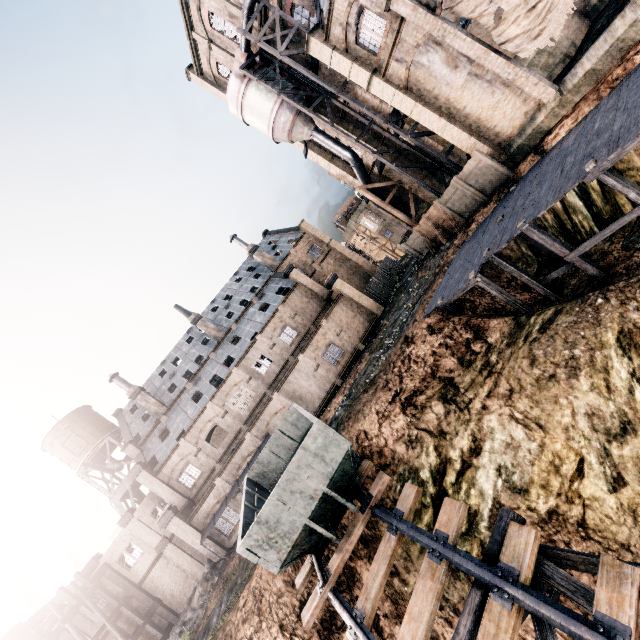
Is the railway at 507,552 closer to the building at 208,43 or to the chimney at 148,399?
the building at 208,43

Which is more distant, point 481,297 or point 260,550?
point 481,297

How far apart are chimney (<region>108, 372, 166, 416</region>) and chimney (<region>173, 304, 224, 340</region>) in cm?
947

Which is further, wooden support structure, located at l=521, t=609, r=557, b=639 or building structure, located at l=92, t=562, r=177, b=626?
building structure, located at l=92, t=562, r=177, b=626

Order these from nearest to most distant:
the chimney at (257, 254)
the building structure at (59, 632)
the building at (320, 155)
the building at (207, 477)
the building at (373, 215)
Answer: the building structure at (59, 632) < the building at (207, 477) < the building at (320, 155) < the chimney at (257, 254) < the building at (373, 215)

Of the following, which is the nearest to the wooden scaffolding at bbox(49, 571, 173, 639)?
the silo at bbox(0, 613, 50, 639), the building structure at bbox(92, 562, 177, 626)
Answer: the building structure at bbox(92, 562, 177, 626)

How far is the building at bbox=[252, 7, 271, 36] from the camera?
26.3m

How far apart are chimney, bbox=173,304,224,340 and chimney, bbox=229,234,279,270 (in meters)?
10.78
